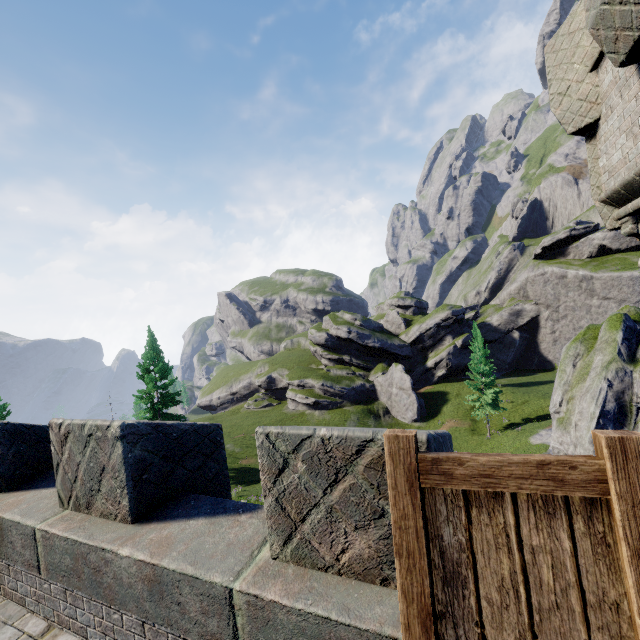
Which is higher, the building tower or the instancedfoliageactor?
the building tower

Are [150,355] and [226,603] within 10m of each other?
no

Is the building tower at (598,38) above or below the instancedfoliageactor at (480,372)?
above

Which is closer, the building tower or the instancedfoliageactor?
the building tower

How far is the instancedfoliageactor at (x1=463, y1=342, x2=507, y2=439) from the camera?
36.44m

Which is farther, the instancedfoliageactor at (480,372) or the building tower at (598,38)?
the instancedfoliageactor at (480,372)
